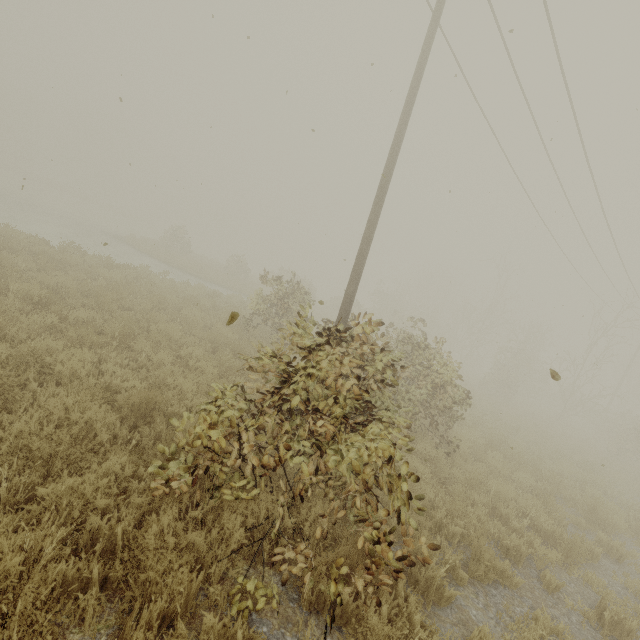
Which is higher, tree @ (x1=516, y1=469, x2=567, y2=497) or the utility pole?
the utility pole

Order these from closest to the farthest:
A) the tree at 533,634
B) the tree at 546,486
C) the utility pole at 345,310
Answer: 1. the tree at 533,634
2. the utility pole at 345,310
3. the tree at 546,486

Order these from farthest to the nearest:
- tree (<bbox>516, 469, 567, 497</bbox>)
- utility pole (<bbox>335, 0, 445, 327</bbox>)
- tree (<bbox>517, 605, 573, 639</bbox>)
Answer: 1. tree (<bbox>516, 469, 567, 497</bbox>)
2. utility pole (<bbox>335, 0, 445, 327</bbox>)
3. tree (<bbox>517, 605, 573, 639</bbox>)

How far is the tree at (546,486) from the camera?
8.9m

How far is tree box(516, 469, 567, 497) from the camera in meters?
8.9 m

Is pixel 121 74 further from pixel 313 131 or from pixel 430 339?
pixel 430 339

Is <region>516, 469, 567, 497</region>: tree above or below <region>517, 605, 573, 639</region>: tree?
above
